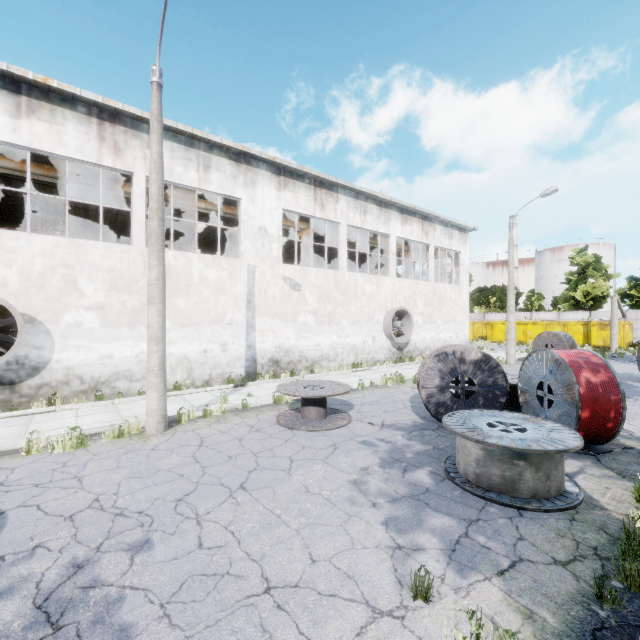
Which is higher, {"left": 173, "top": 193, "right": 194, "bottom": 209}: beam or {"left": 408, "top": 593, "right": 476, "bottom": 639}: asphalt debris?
{"left": 173, "top": 193, "right": 194, "bottom": 209}: beam

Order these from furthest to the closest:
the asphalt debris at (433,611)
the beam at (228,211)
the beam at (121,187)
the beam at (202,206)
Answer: the beam at (228,211)
the beam at (202,206)
the beam at (121,187)
the asphalt debris at (433,611)

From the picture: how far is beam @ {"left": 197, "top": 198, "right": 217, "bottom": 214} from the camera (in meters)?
15.64

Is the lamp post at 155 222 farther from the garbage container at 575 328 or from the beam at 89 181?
the garbage container at 575 328

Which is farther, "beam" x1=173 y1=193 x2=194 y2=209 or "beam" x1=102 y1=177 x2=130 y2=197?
"beam" x1=173 y1=193 x2=194 y2=209

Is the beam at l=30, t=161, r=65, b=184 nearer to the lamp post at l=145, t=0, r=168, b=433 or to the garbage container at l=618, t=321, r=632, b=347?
the lamp post at l=145, t=0, r=168, b=433

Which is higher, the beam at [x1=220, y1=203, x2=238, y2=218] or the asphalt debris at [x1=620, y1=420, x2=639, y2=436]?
the beam at [x1=220, y1=203, x2=238, y2=218]

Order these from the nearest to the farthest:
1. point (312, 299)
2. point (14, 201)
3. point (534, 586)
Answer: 1. point (534, 586)
2. point (312, 299)
3. point (14, 201)
